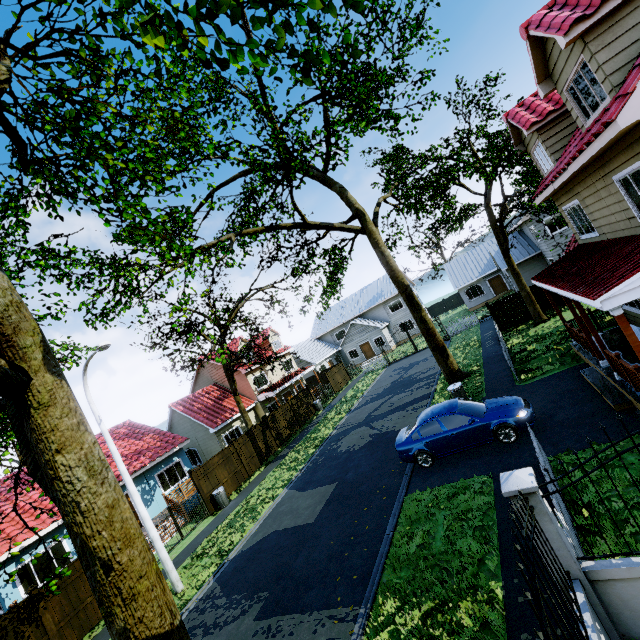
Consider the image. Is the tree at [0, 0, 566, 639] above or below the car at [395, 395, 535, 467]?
above

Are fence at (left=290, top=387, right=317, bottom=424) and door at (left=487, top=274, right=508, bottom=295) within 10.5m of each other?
no

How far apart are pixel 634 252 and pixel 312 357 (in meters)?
35.40

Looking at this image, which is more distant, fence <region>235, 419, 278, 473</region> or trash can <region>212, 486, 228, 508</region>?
fence <region>235, 419, 278, 473</region>

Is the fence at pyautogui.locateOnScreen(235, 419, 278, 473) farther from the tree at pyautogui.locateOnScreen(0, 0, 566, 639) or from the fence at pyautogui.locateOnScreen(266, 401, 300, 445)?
the tree at pyautogui.locateOnScreen(0, 0, 566, 639)

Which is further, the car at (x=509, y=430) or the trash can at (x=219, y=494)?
the trash can at (x=219, y=494)

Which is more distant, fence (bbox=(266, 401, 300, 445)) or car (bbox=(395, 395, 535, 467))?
fence (bbox=(266, 401, 300, 445))

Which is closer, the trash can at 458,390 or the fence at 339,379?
the trash can at 458,390
